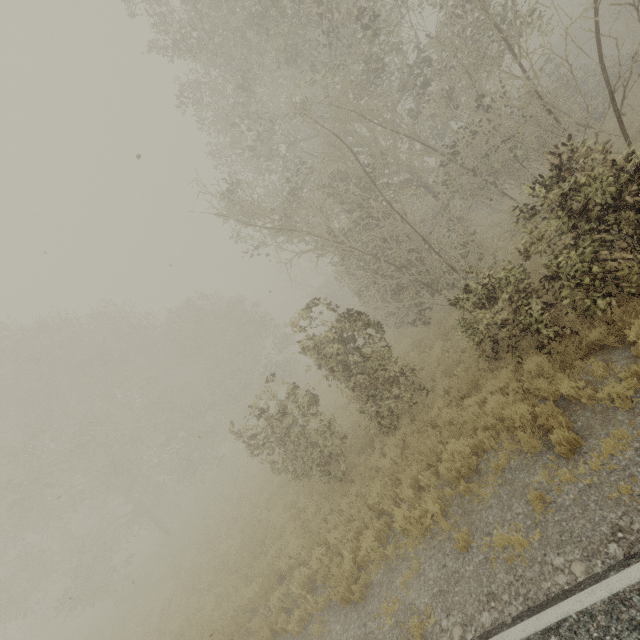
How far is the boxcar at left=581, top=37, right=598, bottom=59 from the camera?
33.09m

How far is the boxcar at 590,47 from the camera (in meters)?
33.09

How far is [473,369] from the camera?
9.1m
